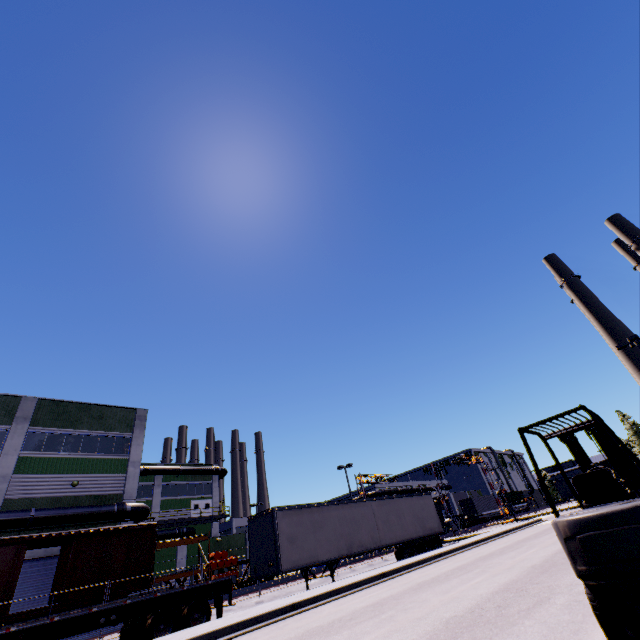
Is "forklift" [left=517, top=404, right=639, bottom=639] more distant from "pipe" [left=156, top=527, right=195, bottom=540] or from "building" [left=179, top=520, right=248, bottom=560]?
"pipe" [left=156, top=527, right=195, bottom=540]

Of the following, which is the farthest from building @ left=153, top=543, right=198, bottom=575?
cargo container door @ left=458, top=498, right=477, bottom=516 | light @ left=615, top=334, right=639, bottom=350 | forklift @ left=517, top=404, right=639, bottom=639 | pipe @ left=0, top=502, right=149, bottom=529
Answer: light @ left=615, top=334, right=639, bottom=350

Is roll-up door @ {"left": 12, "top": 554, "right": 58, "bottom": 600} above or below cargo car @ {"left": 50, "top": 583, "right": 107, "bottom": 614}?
above

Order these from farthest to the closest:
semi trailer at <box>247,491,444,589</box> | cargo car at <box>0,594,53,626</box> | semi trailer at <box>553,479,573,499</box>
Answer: semi trailer at <box>553,479,573,499</box> → semi trailer at <box>247,491,444,589</box> → cargo car at <box>0,594,53,626</box>

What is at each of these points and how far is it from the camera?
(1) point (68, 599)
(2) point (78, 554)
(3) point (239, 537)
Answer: (1) cargo car, 16.95m
(2) cargo car, 18.16m
(3) building, 37.06m

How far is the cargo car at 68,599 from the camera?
16.6 meters

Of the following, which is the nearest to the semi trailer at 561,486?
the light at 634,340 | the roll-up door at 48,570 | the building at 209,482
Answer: the building at 209,482

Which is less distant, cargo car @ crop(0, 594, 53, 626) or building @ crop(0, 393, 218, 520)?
cargo car @ crop(0, 594, 53, 626)
